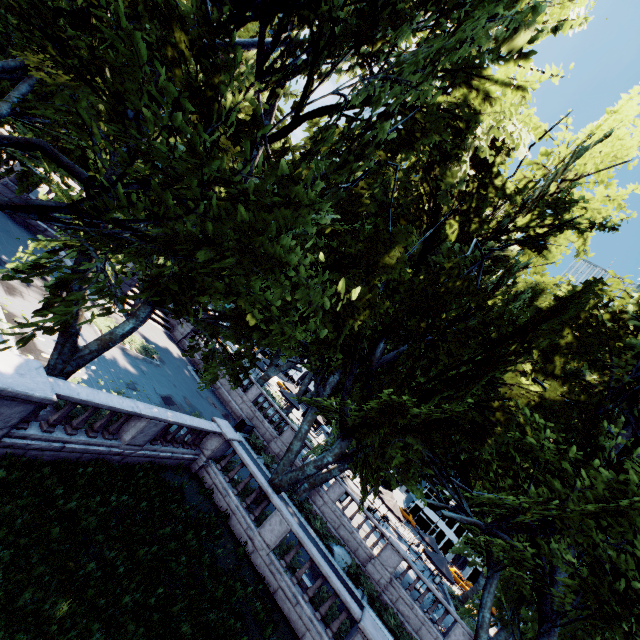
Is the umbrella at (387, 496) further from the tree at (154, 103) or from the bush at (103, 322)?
the bush at (103, 322)

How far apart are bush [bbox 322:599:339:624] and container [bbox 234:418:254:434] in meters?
11.8 m

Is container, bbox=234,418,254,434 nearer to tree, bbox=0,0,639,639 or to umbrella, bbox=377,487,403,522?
tree, bbox=0,0,639,639

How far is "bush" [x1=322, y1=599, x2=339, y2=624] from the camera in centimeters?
1265cm

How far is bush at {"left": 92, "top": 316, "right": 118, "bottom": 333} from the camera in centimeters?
1764cm

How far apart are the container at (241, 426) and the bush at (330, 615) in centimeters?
1179cm

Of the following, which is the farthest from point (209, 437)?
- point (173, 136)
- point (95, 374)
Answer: point (173, 136)

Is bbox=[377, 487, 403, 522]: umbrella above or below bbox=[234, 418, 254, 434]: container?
above
